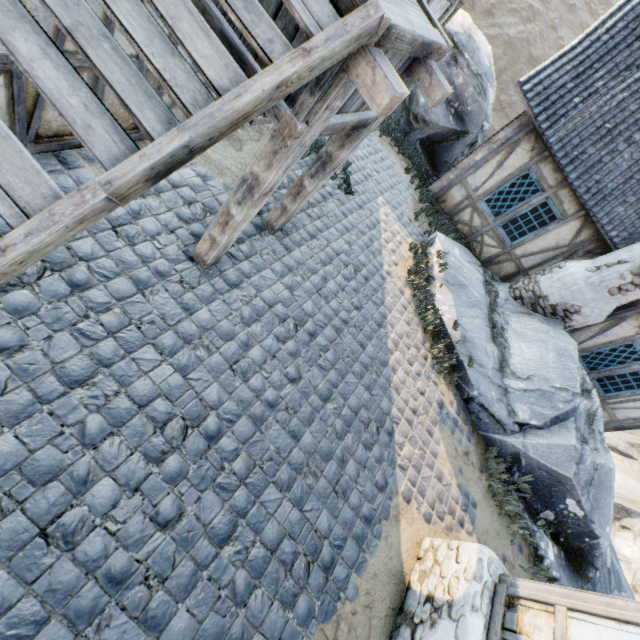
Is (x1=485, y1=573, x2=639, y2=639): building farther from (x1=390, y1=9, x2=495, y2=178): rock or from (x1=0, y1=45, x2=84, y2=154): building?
(x1=390, y1=9, x2=495, y2=178): rock

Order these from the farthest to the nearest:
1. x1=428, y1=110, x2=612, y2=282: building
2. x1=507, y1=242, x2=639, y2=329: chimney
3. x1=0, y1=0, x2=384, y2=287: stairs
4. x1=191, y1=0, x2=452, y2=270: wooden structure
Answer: x1=428, y1=110, x2=612, y2=282: building → x1=507, y1=242, x2=639, y2=329: chimney → x1=191, y1=0, x2=452, y2=270: wooden structure → x1=0, y1=0, x2=384, y2=287: stairs

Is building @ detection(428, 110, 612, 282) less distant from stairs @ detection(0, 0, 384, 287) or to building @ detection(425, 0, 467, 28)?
building @ detection(425, 0, 467, 28)

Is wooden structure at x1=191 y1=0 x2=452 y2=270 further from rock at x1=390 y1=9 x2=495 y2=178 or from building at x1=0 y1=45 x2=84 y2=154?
rock at x1=390 y1=9 x2=495 y2=178

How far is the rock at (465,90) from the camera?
9.2m

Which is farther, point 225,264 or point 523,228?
point 523,228

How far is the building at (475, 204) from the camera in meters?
7.9

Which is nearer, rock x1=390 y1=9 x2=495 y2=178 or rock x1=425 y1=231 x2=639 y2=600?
rock x1=425 y1=231 x2=639 y2=600
